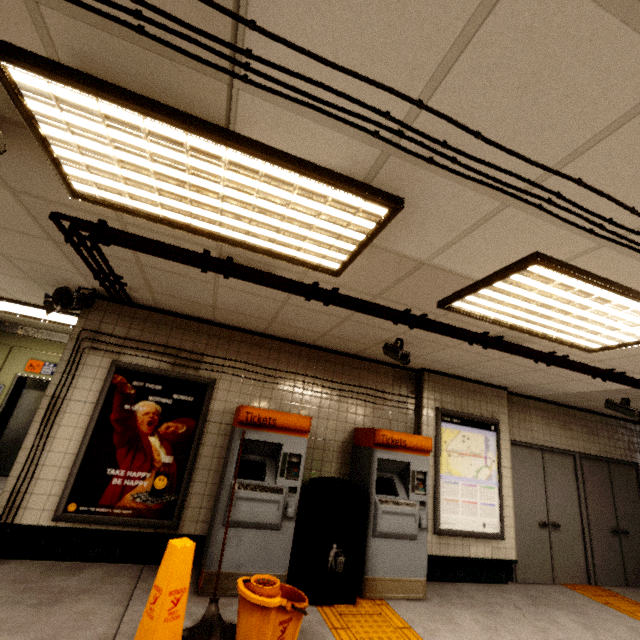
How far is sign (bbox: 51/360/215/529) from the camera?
3.63m

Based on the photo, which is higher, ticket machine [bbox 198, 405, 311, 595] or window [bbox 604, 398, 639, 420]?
window [bbox 604, 398, 639, 420]

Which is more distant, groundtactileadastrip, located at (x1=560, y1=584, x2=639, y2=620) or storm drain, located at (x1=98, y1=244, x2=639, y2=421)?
groundtactileadastrip, located at (x1=560, y1=584, x2=639, y2=620)

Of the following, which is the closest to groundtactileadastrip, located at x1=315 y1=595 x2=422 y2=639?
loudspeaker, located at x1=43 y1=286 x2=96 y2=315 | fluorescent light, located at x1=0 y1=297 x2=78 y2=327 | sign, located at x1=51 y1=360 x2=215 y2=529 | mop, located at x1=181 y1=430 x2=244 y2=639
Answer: mop, located at x1=181 y1=430 x2=244 y2=639

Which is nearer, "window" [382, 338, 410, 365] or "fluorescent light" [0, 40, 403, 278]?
"fluorescent light" [0, 40, 403, 278]

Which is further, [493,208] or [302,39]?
[493,208]

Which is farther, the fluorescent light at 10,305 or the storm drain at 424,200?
the fluorescent light at 10,305

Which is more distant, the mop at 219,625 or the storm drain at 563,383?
the storm drain at 563,383
